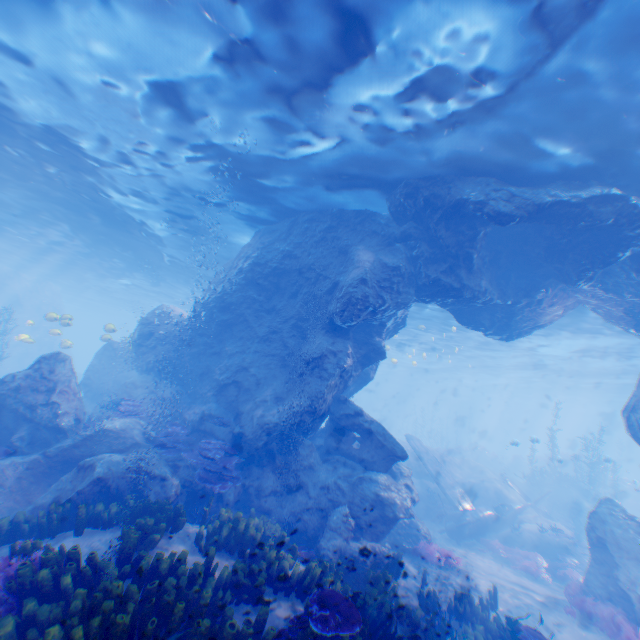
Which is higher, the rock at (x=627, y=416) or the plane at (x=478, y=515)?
the rock at (x=627, y=416)

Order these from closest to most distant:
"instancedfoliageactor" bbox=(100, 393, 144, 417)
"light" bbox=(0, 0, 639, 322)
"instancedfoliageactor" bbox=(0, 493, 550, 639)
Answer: "instancedfoliageactor" bbox=(0, 493, 550, 639)
"light" bbox=(0, 0, 639, 322)
"instancedfoliageactor" bbox=(100, 393, 144, 417)

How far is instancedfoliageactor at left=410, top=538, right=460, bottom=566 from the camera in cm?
1229

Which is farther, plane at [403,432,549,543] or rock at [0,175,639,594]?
plane at [403,432,549,543]

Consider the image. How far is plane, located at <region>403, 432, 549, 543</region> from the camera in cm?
1723

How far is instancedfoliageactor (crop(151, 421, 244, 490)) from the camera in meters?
10.1

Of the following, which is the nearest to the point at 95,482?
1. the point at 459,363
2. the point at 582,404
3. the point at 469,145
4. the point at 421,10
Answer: the point at 421,10

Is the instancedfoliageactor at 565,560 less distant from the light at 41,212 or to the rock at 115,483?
the rock at 115,483
